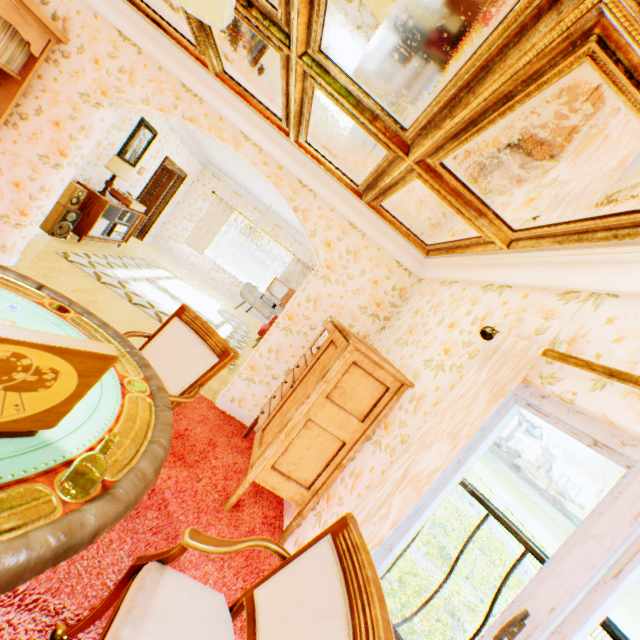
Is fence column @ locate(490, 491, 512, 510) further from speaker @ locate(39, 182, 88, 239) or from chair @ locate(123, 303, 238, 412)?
speaker @ locate(39, 182, 88, 239)

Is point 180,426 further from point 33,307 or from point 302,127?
point 302,127

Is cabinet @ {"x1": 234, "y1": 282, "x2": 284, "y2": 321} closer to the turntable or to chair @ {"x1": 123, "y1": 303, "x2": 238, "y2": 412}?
the turntable

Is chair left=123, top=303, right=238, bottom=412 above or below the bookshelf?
below

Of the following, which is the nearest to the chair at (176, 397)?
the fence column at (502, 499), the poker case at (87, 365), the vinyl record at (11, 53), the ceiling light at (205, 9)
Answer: the poker case at (87, 365)

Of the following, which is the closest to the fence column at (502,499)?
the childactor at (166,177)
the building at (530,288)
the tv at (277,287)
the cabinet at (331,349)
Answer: the building at (530,288)

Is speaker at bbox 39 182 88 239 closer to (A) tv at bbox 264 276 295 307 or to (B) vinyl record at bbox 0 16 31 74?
(B) vinyl record at bbox 0 16 31 74

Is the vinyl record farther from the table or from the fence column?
the fence column
